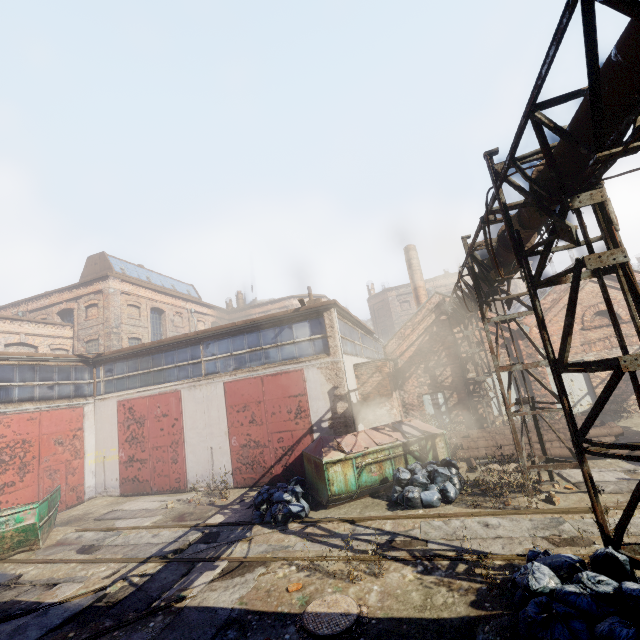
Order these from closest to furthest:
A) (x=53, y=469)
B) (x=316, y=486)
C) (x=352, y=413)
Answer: (x=316, y=486), (x=352, y=413), (x=53, y=469)

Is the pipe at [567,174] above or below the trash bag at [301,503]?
above

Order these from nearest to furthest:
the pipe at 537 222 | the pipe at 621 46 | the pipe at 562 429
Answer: the pipe at 621 46 → the pipe at 537 222 → the pipe at 562 429

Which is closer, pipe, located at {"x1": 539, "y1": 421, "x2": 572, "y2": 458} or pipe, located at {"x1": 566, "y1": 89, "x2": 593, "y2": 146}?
pipe, located at {"x1": 566, "y1": 89, "x2": 593, "y2": 146}

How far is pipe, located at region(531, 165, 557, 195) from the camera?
4.80m

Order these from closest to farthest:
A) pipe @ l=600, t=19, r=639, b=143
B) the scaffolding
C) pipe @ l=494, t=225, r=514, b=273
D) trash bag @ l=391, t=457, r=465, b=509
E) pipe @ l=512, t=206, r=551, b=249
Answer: pipe @ l=600, t=19, r=639, b=143
the scaffolding
pipe @ l=512, t=206, r=551, b=249
pipe @ l=494, t=225, r=514, b=273
trash bag @ l=391, t=457, r=465, b=509

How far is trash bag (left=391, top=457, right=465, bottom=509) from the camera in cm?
826

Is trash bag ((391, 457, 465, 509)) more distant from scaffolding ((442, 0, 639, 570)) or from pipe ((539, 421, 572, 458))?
scaffolding ((442, 0, 639, 570))
